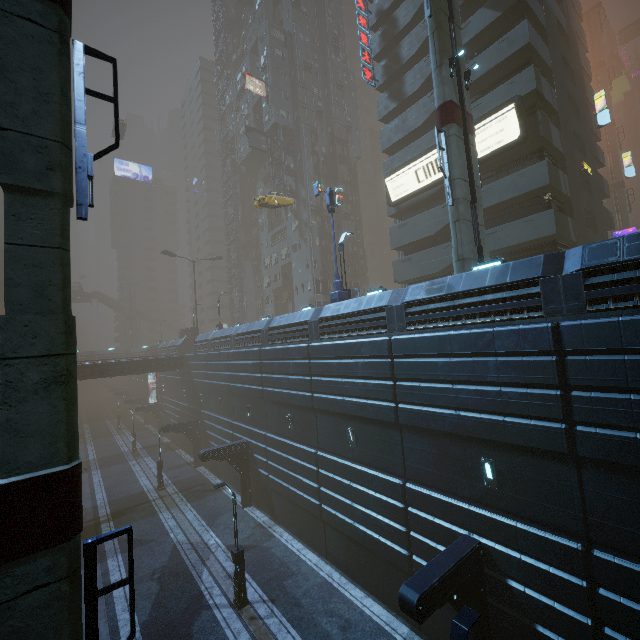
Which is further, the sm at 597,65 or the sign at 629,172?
the sm at 597,65

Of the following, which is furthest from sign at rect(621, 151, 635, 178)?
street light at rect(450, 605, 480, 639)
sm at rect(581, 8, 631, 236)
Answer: street light at rect(450, 605, 480, 639)

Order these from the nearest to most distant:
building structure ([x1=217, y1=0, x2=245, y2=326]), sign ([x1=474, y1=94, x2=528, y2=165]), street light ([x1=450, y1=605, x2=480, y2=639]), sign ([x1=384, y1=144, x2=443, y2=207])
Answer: street light ([x1=450, y1=605, x2=480, y2=639]), sign ([x1=474, y1=94, x2=528, y2=165]), sign ([x1=384, y1=144, x2=443, y2=207]), building structure ([x1=217, y1=0, x2=245, y2=326])

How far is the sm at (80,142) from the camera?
5.80m

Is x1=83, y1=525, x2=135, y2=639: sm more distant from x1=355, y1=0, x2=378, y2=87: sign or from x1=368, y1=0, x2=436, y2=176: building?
x1=355, y1=0, x2=378, y2=87: sign

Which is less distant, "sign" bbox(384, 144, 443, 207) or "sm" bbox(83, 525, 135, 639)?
"sm" bbox(83, 525, 135, 639)

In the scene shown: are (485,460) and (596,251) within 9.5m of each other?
yes

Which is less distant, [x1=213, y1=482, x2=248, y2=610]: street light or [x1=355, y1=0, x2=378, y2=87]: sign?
[x1=213, y1=482, x2=248, y2=610]: street light
